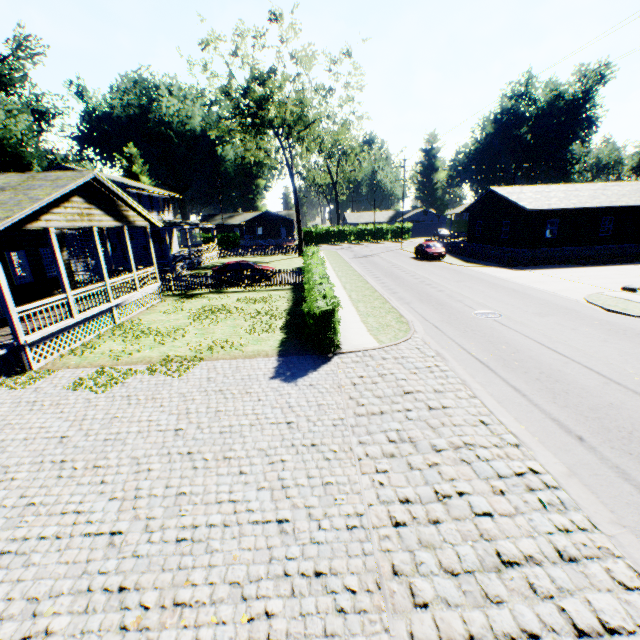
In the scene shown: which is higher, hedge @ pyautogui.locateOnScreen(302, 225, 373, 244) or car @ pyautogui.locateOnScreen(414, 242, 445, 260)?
hedge @ pyautogui.locateOnScreen(302, 225, 373, 244)

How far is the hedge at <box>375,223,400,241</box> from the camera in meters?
59.2

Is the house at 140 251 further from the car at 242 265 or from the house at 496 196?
the house at 496 196

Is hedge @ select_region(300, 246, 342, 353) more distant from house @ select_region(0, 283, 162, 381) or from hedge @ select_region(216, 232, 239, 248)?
hedge @ select_region(216, 232, 239, 248)

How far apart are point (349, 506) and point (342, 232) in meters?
57.6 m

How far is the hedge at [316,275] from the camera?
10.2m

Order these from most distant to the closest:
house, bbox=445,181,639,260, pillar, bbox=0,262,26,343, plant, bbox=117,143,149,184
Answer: plant, bbox=117,143,149,184, house, bbox=445,181,639,260, pillar, bbox=0,262,26,343

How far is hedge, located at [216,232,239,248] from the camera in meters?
58.5 m
